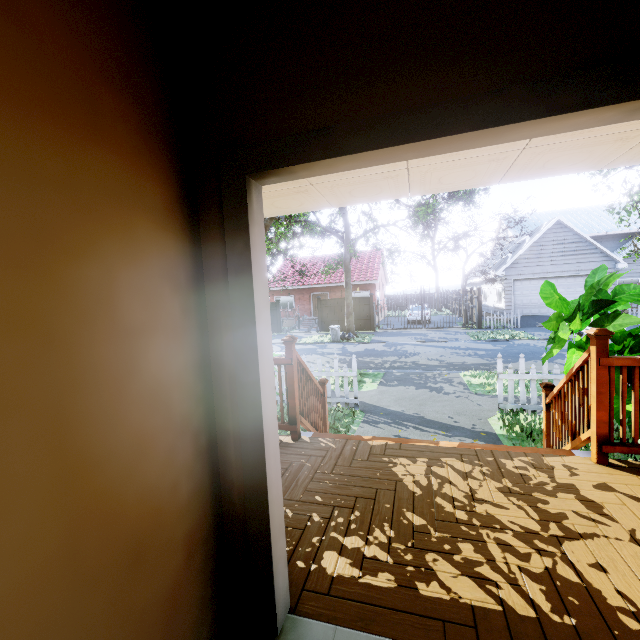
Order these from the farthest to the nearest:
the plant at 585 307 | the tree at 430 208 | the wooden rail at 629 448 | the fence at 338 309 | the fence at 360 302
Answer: the fence at 338 309 → the fence at 360 302 → the tree at 430 208 → the plant at 585 307 → the wooden rail at 629 448

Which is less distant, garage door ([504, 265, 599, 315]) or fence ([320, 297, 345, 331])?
garage door ([504, 265, 599, 315])

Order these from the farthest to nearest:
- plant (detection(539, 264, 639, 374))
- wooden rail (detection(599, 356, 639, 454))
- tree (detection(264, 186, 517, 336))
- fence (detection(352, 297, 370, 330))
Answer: fence (detection(352, 297, 370, 330)) → tree (detection(264, 186, 517, 336)) → plant (detection(539, 264, 639, 374)) → wooden rail (detection(599, 356, 639, 454))

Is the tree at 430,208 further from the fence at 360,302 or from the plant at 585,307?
the plant at 585,307

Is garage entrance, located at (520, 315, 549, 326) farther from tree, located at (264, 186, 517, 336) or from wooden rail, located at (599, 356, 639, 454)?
wooden rail, located at (599, 356, 639, 454)

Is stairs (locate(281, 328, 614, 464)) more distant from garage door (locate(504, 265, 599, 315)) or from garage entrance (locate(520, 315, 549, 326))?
garage door (locate(504, 265, 599, 315))

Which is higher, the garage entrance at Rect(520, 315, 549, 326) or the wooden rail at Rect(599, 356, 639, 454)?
the wooden rail at Rect(599, 356, 639, 454)

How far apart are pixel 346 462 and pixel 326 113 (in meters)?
2.83
